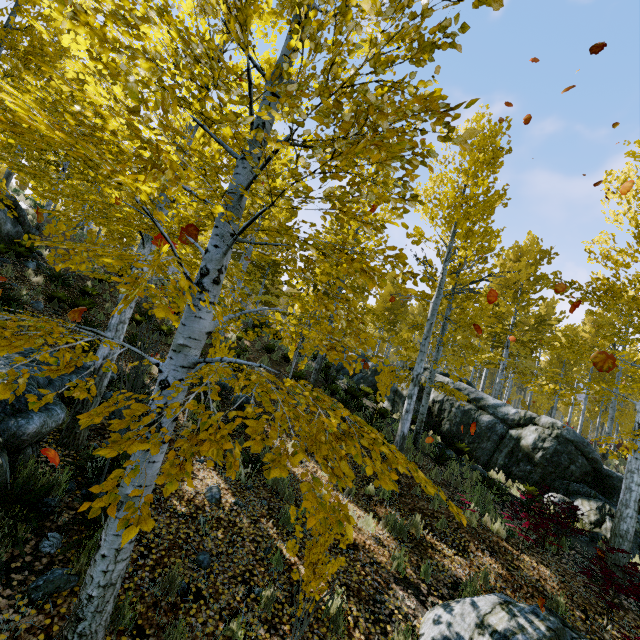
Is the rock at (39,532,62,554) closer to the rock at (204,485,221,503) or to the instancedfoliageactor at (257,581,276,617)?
the instancedfoliageactor at (257,581,276,617)

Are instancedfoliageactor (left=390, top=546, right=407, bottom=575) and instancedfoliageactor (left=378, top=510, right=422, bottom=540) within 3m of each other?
yes

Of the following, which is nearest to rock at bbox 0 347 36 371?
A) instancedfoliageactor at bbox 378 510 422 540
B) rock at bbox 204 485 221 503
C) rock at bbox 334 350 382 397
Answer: rock at bbox 204 485 221 503

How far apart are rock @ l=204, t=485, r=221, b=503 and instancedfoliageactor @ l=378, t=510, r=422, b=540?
3.5 meters

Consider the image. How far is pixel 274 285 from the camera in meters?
19.0 m

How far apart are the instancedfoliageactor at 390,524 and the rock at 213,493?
3.5 meters

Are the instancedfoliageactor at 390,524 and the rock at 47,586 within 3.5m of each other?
no

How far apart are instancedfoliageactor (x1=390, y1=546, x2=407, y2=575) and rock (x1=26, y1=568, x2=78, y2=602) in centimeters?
480cm
